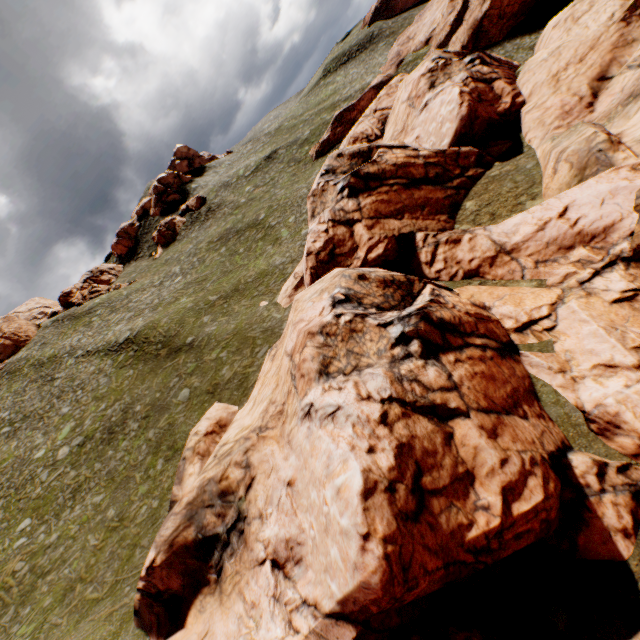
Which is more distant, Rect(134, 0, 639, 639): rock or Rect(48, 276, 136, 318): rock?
Rect(48, 276, 136, 318): rock

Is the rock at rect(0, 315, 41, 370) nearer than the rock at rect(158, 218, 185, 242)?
Yes

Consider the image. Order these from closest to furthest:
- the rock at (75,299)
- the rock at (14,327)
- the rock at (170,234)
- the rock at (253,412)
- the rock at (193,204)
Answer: the rock at (253,412) < the rock at (14,327) < the rock at (75,299) < the rock at (193,204) < the rock at (170,234)

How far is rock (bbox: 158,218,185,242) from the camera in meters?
59.2

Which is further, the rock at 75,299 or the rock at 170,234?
the rock at 170,234

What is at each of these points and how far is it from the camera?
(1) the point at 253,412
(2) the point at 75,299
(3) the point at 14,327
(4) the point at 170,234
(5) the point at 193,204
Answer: (1) rock, 19.3 meters
(2) rock, 57.3 meters
(3) rock, 51.2 meters
(4) rock, 59.1 meters
(5) rock, 58.9 meters

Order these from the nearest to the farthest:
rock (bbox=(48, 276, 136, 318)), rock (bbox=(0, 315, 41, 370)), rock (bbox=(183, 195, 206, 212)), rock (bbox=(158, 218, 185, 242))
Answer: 1. rock (bbox=(0, 315, 41, 370))
2. rock (bbox=(48, 276, 136, 318))
3. rock (bbox=(183, 195, 206, 212))
4. rock (bbox=(158, 218, 185, 242))
